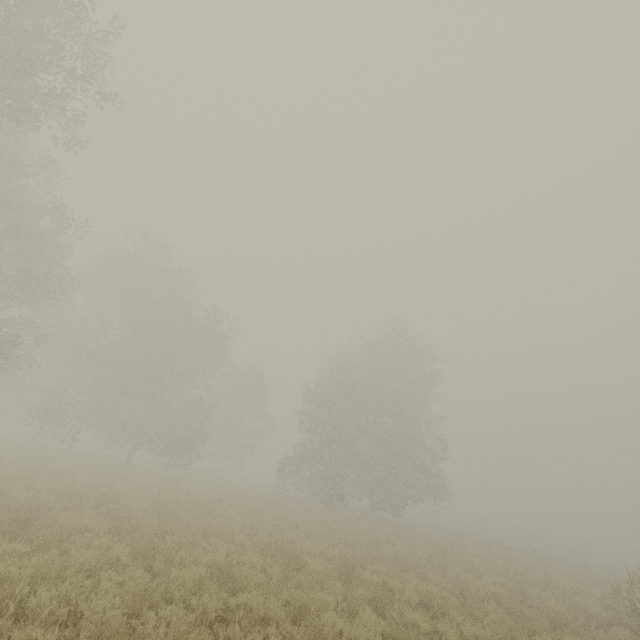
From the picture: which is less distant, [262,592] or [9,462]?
[262,592]
